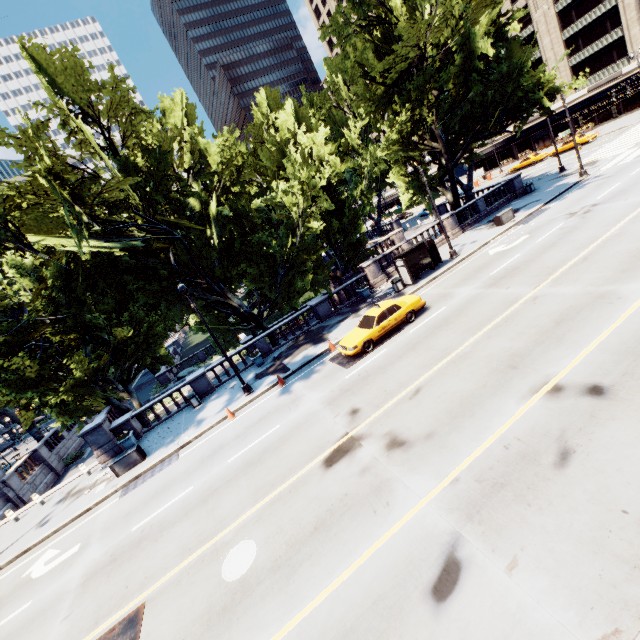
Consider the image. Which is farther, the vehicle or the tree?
the vehicle

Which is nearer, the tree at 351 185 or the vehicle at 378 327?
the tree at 351 185

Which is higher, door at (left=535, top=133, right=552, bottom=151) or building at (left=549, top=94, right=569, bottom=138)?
building at (left=549, top=94, right=569, bottom=138)

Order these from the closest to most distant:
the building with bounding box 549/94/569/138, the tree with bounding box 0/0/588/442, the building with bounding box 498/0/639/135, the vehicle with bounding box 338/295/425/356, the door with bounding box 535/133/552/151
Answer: the tree with bounding box 0/0/588/442
the vehicle with bounding box 338/295/425/356
the building with bounding box 498/0/639/135
the building with bounding box 549/94/569/138
the door with bounding box 535/133/552/151

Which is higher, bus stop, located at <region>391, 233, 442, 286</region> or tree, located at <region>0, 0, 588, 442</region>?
tree, located at <region>0, 0, 588, 442</region>

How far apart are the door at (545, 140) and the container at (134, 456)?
75.0m

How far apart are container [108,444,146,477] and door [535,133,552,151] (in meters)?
75.05

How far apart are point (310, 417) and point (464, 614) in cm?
861
